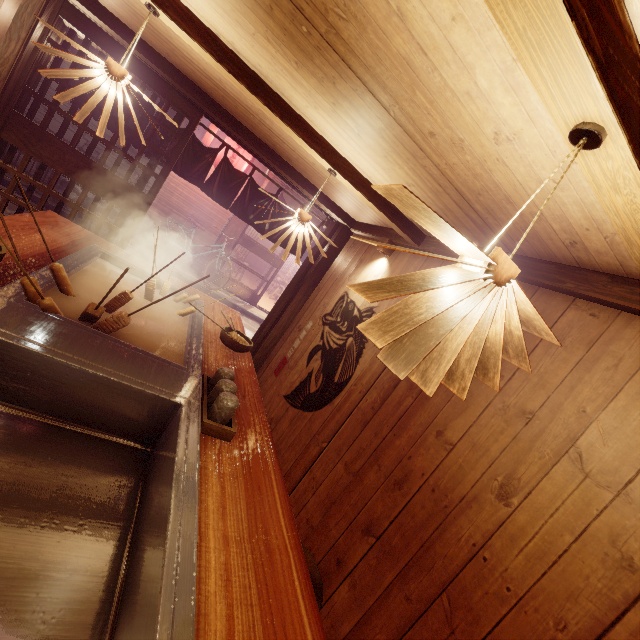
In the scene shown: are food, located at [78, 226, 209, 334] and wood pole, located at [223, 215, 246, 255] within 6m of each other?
no

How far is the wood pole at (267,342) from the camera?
8.1m

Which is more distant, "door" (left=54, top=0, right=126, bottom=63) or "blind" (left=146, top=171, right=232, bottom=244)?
"blind" (left=146, top=171, right=232, bottom=244)

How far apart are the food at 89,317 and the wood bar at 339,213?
4.31m

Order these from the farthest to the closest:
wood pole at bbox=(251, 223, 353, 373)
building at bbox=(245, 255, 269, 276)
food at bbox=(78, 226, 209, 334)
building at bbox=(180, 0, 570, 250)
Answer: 1. building at bbox=(245, 255, 269, 276)
2. wood pole at bbox=(251, 223, 353, 373)
3. food at bbox=(78, 226, 209, 334)
4. building at bbox=(180, 0, 570, 250)

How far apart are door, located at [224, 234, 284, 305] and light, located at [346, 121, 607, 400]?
16.16m

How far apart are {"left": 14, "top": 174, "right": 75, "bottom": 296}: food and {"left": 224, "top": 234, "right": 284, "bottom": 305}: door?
14.1 meters

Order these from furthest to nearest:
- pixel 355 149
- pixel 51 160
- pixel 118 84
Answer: pixel 51 160, pixel 355 149, pixel 118 84
